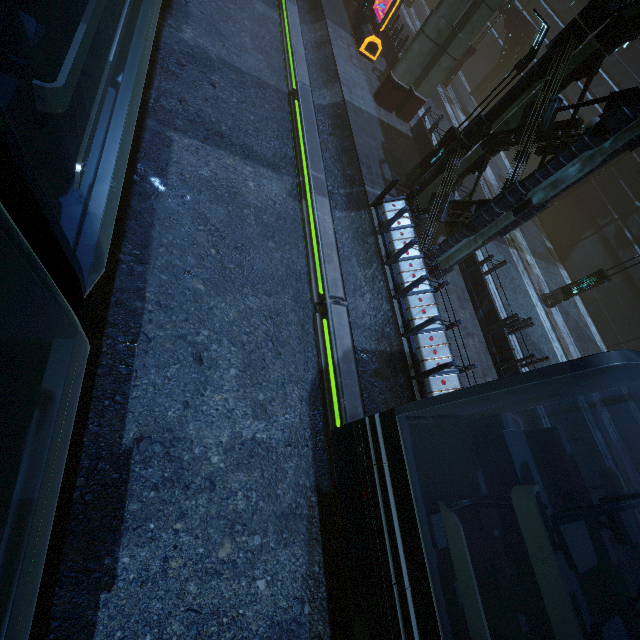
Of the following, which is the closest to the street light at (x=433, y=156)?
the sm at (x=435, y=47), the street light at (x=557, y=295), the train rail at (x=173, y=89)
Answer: A: the train rail at (x=173, y=89)

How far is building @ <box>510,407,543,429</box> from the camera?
9.26m

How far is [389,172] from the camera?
12.6 meters

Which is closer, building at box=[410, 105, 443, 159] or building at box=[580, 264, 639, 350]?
building at box=[410, 105, 443, 159]

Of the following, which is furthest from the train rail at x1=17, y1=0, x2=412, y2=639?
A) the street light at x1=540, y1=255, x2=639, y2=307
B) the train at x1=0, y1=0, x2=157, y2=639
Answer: the street light at x1=540, y1=255, x2=639, y2=307

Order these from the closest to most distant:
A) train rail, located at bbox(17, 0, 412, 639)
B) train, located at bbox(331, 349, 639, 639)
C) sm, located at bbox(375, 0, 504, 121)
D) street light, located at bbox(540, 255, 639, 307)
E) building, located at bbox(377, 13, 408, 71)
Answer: train, located at bbox(331, 349, 639, 639) → train rail, located at bbox(17, 0, 412, 639) → sm, located at bbox(375, 0, 504, 121) → street light, located at bbox(540, 255, 639, 307) → building, located at bbox(377, 13, 408, 71)

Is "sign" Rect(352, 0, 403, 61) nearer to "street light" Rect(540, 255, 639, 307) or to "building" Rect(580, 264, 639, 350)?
"building" Rect(580, 264, 639, 350)

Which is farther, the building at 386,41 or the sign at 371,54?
the building at 386,41
